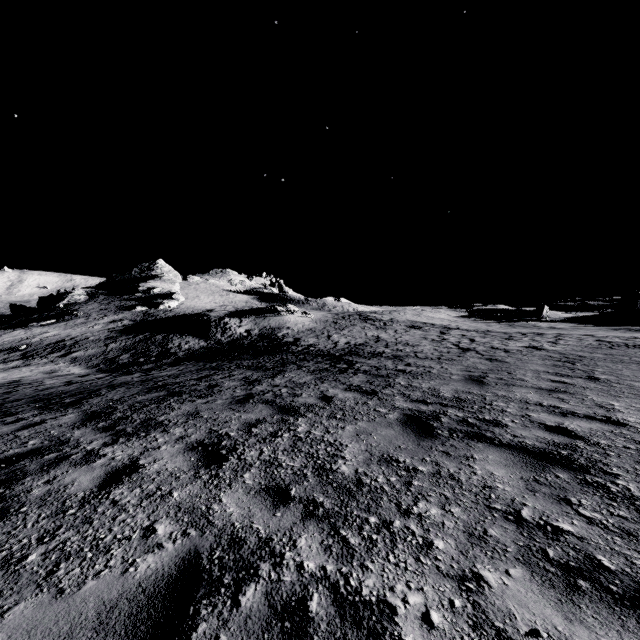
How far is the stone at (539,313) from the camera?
51.03m

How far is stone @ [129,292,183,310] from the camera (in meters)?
52.16

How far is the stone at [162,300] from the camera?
52.2m

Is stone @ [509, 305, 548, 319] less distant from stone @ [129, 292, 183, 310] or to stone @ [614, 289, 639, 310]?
stone @ [614, 289, 639, 310]

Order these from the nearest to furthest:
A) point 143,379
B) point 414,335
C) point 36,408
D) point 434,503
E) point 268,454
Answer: point 434,503 < point 268,454 < point 36,408 < point 143,379 < point 414,335

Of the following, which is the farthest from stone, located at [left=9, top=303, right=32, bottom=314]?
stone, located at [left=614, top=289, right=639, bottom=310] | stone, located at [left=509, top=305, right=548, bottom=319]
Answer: stone, located at [left=614, top=289, right=639, bottom=310]
